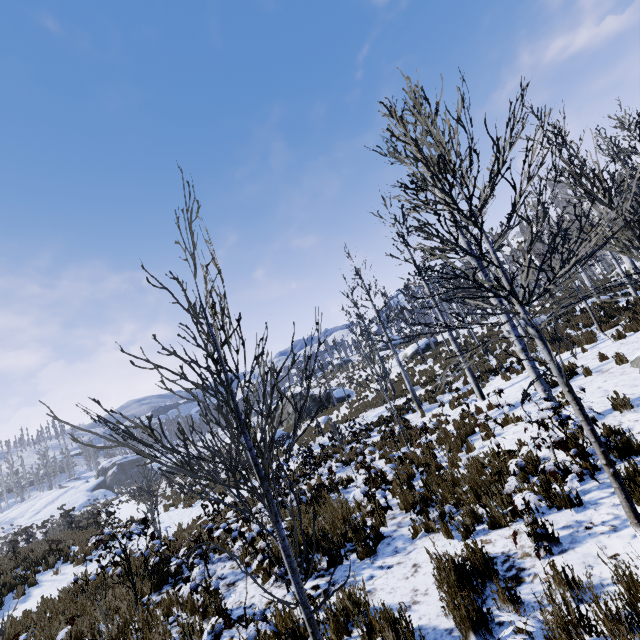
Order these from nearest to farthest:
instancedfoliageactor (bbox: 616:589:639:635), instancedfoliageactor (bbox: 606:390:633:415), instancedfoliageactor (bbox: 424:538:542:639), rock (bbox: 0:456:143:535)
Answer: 1. instancedfoliageactor (bbox: 616:589:639:635)
2. instancedfoliageactor (bbox: 424:538:542:639)
3. instancedfoliageactor (bbox: 606:390:633:415)
4. rock (bbox: 0:456:143:535)

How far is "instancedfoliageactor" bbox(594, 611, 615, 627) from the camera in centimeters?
251cm

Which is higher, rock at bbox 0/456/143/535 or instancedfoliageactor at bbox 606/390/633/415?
rock at bbox 0/456/143/535

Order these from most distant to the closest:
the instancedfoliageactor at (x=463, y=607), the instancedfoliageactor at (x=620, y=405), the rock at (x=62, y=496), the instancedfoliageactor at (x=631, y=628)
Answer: the rock at (x=62, y=496)
the instancedfoliageactor at (x=620, y=405)
the instancedfoliageactor at (x=463, y=607)
the instancedfoliageactor at (x=631, y=628)

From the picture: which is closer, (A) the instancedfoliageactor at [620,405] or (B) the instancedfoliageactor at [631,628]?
(B) the instancedfoliageactor at [631,628]

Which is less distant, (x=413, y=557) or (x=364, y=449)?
(x=413, y=557)
